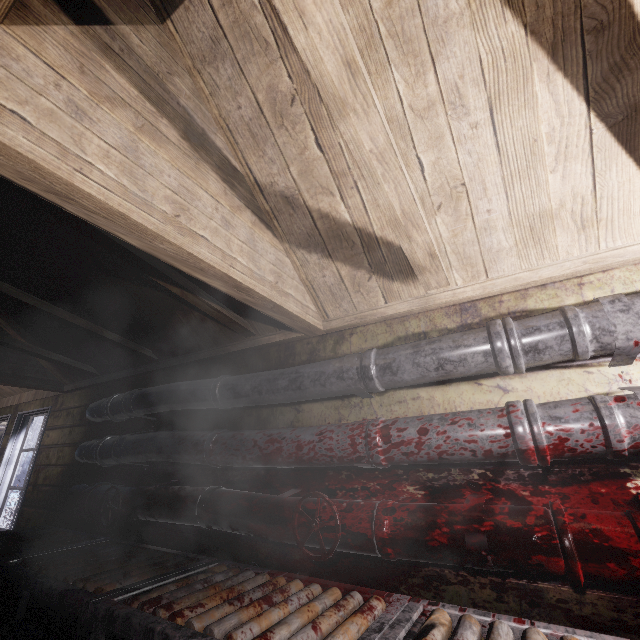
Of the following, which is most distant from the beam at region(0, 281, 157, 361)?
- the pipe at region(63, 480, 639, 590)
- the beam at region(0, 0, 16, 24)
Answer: the pipe at region(63, 480, 639, 590)

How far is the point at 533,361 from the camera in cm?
121

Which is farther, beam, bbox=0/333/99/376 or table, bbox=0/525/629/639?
beam, bbox=0/333/99/376

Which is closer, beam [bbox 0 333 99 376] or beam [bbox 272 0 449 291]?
beam [bbox 272 0 449 291]

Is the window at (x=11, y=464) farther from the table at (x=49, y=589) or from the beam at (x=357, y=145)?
the beam at (x=357, y=145)

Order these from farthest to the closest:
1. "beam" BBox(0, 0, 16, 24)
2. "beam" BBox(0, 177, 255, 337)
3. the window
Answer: the window
"beam" BBox(0, 177, 255, 337)
"beam" BBox(0, 0, 16, 24)

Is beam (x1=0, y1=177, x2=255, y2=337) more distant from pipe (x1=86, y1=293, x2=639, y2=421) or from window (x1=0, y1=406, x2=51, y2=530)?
window (x1=0, y1=406, x2=51, y2=530)

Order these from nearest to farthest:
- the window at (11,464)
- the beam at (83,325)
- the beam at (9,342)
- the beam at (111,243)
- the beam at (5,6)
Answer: the beam at (5,6) → the beam at (111,243) → the beam at (83,325) → the beam at (9,342) → the window at (11,464)
